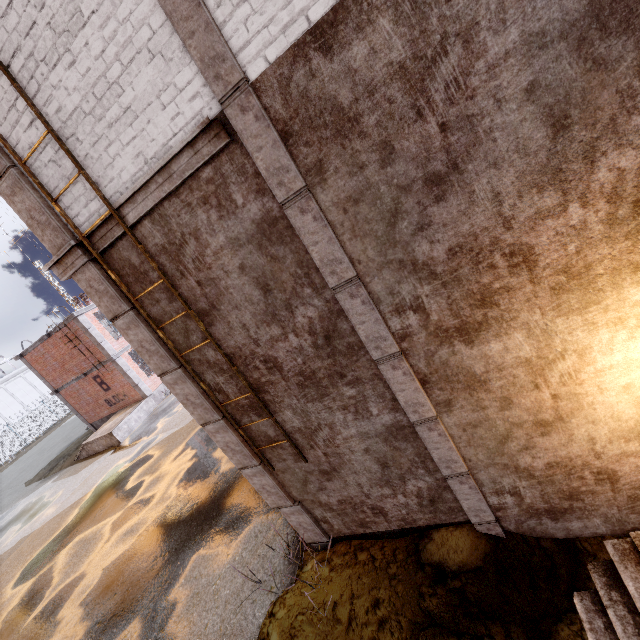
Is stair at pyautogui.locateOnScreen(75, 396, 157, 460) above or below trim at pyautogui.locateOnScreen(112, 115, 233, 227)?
below

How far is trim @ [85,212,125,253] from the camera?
3.7 meters

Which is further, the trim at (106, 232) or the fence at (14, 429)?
the fence at (14, 429)

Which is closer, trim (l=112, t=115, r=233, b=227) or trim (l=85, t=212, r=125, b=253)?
trim (l=112, t=115, r=233, b=227)

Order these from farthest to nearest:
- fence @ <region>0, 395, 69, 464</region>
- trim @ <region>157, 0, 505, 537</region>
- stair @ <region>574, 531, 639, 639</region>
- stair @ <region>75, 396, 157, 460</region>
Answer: fence @ <region>0, 395, 69, 464</region> < stair @ <region>75, 396, 157, 460</region> < stair @ <region>574, 531, 639, 639</region> < trim @ <region>157, 0, 505, 537</region>

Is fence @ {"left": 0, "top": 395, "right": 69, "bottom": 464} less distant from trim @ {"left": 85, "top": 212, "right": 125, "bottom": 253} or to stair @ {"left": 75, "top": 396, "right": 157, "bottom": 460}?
trim @ {"left": 85, "top": 212, "right": 125, "bottom": 253}

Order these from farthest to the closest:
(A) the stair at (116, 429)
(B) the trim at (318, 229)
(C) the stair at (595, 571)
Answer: (A) the stair at (116, 429) < (C) the stair at (595, 571) < (B) the trim at (318, 229)

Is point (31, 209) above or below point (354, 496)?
above
